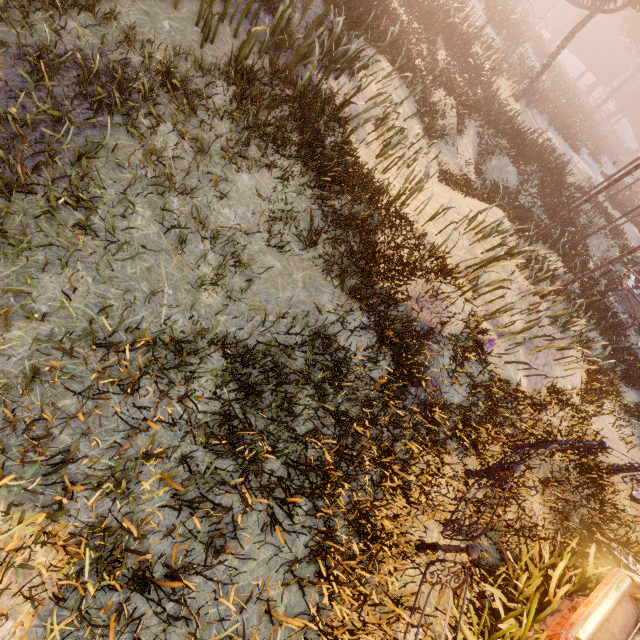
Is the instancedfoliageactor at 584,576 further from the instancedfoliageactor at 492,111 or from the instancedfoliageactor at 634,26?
the instancedfoliageactor at 634,26

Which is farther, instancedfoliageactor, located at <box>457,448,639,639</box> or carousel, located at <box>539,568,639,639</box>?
instancedfoliageactor, located at <box>457,448,639,639</box>

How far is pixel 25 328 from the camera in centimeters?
298cm

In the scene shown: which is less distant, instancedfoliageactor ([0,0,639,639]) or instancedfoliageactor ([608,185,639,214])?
instancedfoliageactor ([0,0,639,639])

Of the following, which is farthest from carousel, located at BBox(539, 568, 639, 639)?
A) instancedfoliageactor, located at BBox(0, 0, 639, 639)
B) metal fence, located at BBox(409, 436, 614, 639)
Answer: metal fence, located at BBox(409, 436, 614, 639)

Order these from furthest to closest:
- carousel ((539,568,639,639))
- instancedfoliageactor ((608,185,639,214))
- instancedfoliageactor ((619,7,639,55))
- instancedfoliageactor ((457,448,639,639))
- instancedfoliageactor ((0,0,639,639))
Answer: instancedfoliageactor ((619,7,639,55))
instancedfoliageactor ((608,185,639,214))
instancedfoliageactor ((457,448,639,639))
carousel ((539,568,639,639))
instancedfoliageactor ((0,0,639,639))

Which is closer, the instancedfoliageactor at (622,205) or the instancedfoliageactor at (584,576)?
the instancedfoliageactor at (584,576)

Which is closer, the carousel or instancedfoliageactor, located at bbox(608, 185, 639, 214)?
the carousel
